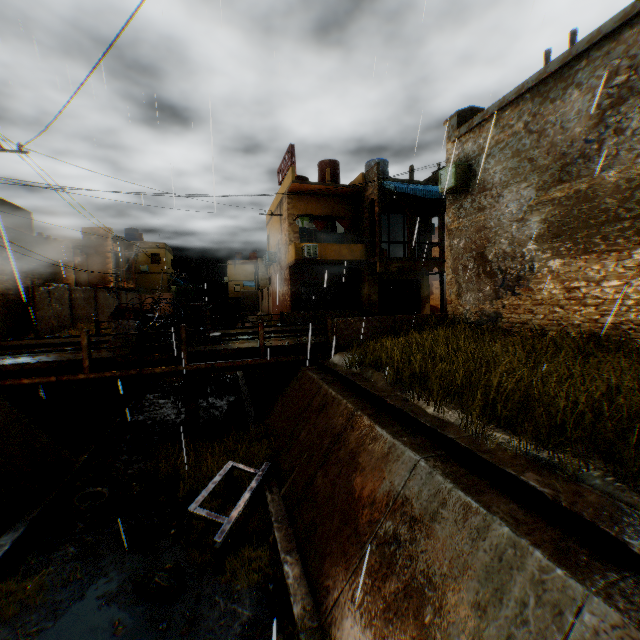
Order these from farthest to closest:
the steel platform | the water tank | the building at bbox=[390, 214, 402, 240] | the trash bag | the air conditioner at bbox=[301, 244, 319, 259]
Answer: the building at bbox=[390, 214, 402, 240]
the water tank
the air conditioner at bbox=[301, 244, 319, 259]
the steel platform
the trash bag

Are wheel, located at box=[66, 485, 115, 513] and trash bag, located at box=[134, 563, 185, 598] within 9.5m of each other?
yes

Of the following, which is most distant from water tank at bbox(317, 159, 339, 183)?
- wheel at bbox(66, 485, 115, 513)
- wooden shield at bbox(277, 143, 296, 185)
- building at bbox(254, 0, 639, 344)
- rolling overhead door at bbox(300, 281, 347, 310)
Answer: wheel at bbox(66, 485, 115, 513)

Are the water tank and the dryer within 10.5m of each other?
yes

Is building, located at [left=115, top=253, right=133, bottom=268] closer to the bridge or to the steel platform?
the bridge

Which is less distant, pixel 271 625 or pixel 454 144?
pixel 271 625

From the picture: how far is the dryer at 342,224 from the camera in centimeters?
2022cm

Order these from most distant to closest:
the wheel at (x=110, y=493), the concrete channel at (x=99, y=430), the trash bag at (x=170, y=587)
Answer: the wheel at (x=110, y=493), the trash bag at (x=170, y=587), the concrete channel at (x=99, y=430)
